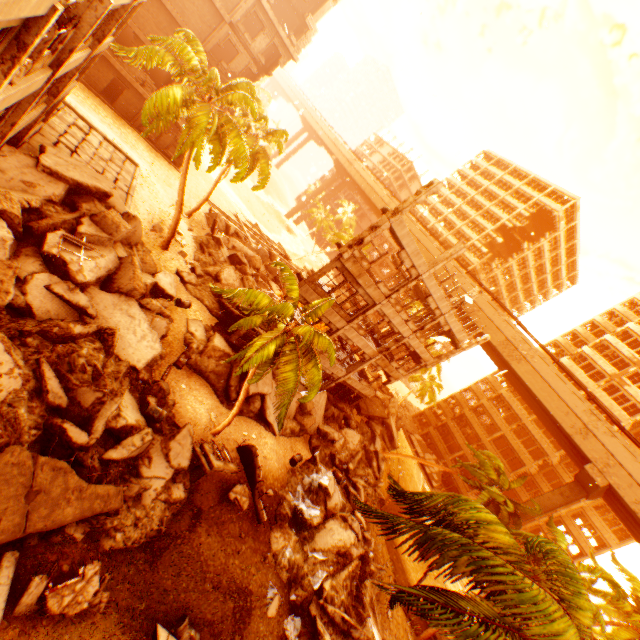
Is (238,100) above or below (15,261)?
above

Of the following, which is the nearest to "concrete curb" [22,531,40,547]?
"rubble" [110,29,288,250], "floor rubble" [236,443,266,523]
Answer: "rubble" [110,29,288,250]

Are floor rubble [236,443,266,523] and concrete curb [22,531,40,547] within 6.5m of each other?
no

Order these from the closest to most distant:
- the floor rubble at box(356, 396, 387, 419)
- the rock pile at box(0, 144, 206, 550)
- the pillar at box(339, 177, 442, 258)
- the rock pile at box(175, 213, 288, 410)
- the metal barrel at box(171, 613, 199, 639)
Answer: the rock pile at box(0, 144, 206, 550) → the metal barrel at box(171, 613, 199, 639) → the pillar at box(339, 177, 442, 258) → the rock pile at box(175, 213, 288, 410) → the floor rubble at box(356, 396, 387, 419)

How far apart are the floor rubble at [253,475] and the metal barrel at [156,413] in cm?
455

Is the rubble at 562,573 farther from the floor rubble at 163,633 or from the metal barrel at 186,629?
the metal barrel at 186,629

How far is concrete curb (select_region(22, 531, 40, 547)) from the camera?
8.1m

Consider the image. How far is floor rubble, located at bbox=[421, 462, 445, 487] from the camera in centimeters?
4293cm
